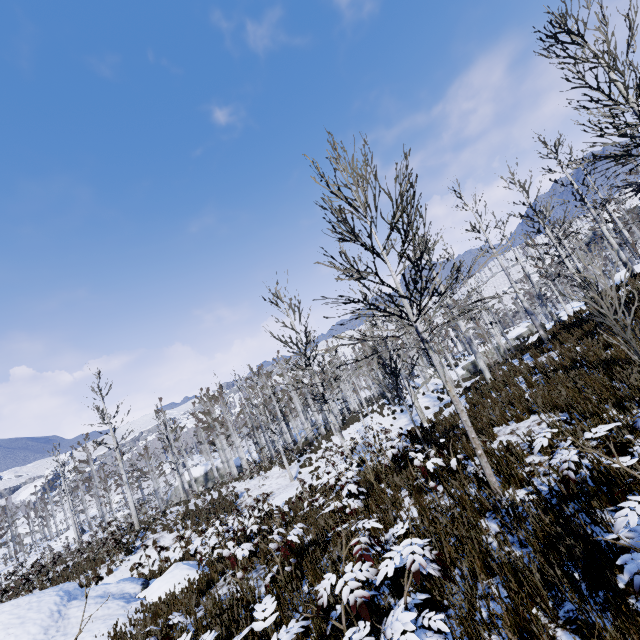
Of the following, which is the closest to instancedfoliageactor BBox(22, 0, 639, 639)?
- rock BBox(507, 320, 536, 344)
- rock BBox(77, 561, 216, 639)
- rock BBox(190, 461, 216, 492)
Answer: rock BBox(507, 320, 536, 344)

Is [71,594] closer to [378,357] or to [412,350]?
[378,357]

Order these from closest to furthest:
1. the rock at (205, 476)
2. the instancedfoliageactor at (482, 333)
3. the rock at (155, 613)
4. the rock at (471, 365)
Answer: the instancedfoliageactor at (482, 333) → the rock at (155, 613) → the rock at (471, 365) → the rock at (205, 476)

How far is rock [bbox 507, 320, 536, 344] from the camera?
35.88m

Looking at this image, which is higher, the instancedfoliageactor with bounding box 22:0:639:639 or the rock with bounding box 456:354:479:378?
the instancedfoliageactor with bounding box 22:0:639:639

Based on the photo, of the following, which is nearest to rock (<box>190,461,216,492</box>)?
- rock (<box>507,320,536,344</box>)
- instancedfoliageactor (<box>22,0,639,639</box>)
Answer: instancedfoliageactor (<box>22,0,639,639</box>)

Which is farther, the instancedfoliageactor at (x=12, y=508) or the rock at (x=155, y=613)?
the instancedfoliageactor at (x=12, y=508)

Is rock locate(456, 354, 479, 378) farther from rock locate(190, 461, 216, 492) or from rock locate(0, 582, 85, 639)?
rock locate(0, 582, 85, 639)
